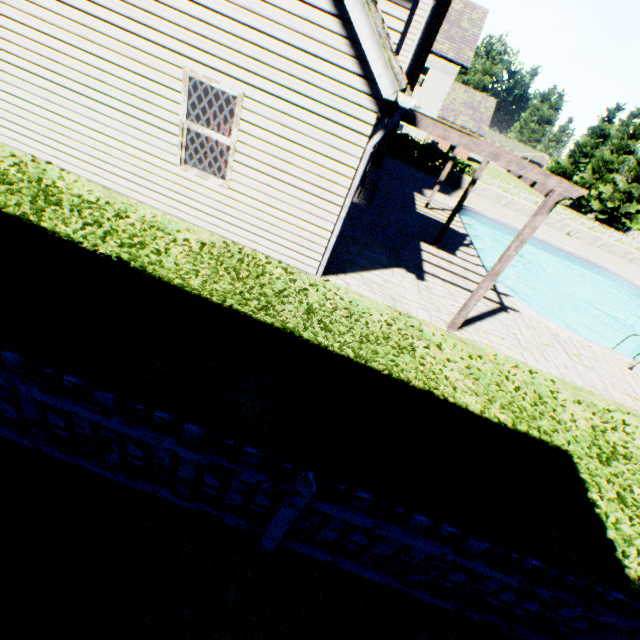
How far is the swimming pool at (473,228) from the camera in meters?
13.0 m

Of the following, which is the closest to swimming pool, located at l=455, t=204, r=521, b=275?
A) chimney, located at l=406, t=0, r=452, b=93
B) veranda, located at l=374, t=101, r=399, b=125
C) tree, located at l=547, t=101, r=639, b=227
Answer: veranda, located at l=374, t=101, r=399, b=125

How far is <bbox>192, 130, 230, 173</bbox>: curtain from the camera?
5.91m

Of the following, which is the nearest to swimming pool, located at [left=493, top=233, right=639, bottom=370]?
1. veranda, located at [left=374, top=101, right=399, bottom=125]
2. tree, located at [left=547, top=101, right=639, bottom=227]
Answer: veranda, located at [left=374, top=101, right=399, bottom=125]

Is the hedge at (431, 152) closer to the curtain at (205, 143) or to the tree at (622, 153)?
the tree at (622, 153)

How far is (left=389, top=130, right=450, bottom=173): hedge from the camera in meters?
24.8 m

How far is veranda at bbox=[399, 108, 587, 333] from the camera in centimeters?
498cm

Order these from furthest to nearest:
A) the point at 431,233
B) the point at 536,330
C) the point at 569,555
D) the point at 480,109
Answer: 1. the point at 480,109
2. the point at 431,233
3. the point at 536,330
4. the point at 569,555
